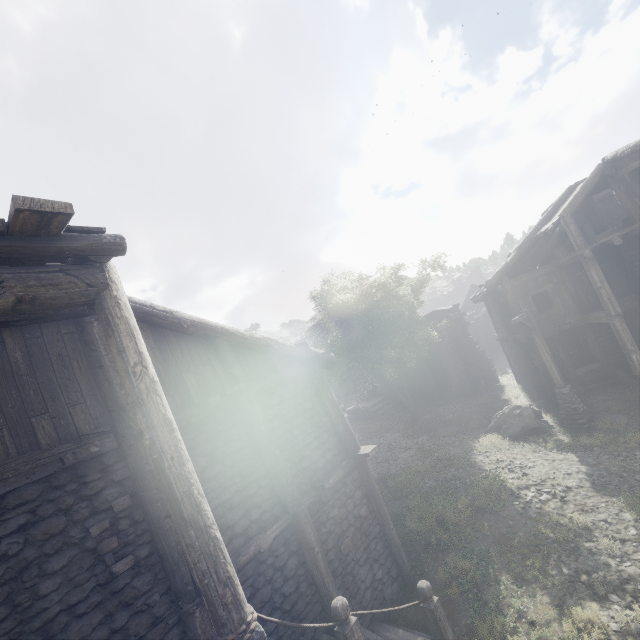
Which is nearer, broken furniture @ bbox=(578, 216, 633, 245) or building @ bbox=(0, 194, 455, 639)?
building @ bbox=(0, 194, 455, 639)

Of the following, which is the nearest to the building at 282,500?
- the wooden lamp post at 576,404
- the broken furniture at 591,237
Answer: the broken furniture at 591,237

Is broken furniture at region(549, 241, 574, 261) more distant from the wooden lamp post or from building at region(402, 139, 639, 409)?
the wooden lamp post

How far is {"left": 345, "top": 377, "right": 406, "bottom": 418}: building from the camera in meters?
25.9

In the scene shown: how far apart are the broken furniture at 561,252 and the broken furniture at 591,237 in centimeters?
48cm

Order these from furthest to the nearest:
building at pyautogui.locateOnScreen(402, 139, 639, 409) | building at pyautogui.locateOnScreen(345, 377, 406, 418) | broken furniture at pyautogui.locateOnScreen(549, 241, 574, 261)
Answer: building at pyautogui.locateOnScreen(345, 377, 406, 418) → broken furniture at pyautogui.locateOnScreen(549, 241, 574, 261) → building at pyautogui.locateOnScreen(402, 139, 639, 409)

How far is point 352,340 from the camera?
20.8 meters

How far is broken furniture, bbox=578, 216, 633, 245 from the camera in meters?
12.7
